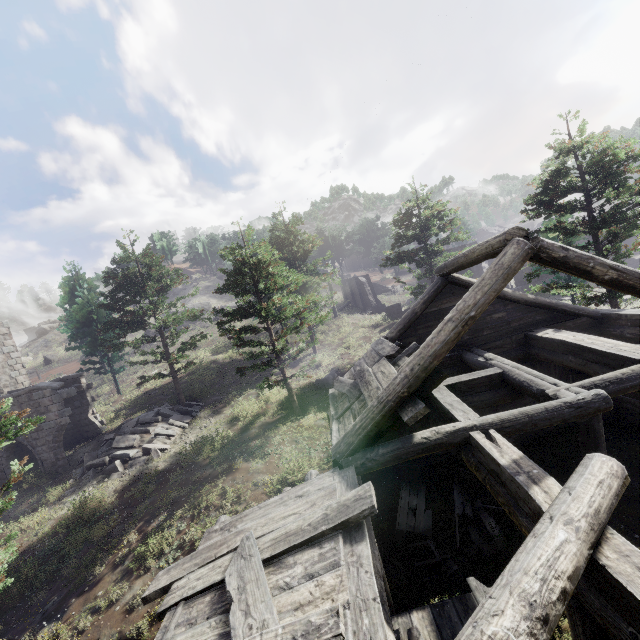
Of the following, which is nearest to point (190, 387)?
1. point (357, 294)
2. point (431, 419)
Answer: point (431, 419)

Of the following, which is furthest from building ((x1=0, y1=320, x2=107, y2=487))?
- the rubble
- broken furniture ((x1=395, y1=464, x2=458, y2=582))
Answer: broken furniture ((x1=395, y1=464, x2=458, y2=582))

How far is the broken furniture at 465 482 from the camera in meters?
8.5

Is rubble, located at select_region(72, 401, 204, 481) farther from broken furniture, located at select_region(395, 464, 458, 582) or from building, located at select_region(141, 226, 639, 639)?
broken furniture, located at select_region(395, 464, 458, 582)

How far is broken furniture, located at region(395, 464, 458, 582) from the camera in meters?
7.5

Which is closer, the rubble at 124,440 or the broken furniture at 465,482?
the broken furniture at 465,482

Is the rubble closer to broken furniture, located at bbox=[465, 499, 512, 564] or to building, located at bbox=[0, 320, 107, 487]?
building, located at bbox=[0, 320, 107, 487]
